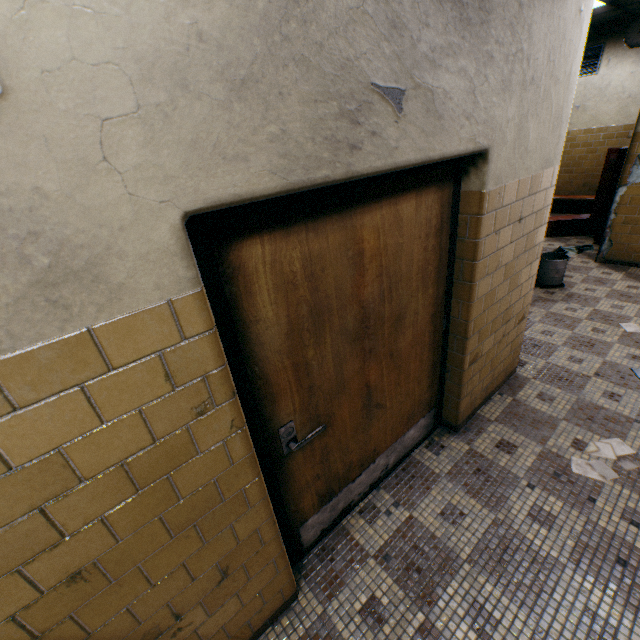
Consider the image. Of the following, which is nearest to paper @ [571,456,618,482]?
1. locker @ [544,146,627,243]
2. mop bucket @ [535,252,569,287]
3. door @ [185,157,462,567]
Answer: door @ [185,157,462,567]

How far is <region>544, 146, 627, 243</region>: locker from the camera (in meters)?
5.85

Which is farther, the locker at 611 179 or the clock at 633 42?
the locker at 611 179

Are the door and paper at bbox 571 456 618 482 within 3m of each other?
yes

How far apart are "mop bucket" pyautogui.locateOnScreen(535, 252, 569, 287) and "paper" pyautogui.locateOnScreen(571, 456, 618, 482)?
3.01m

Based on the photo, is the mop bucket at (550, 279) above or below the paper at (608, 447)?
above

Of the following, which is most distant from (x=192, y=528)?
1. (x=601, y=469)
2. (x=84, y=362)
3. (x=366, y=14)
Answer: (x=601, y=469)

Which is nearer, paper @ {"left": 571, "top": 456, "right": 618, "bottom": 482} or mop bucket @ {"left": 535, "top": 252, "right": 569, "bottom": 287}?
paper @ {"left": 571, "top": 456, "right": 618, "bottom": 482}
